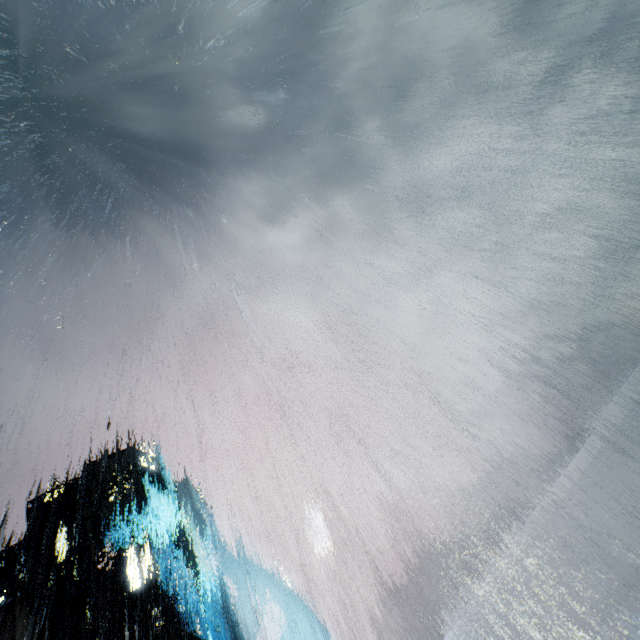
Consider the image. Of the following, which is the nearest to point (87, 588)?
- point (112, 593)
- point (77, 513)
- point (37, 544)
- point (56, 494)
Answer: point (112, 593)
